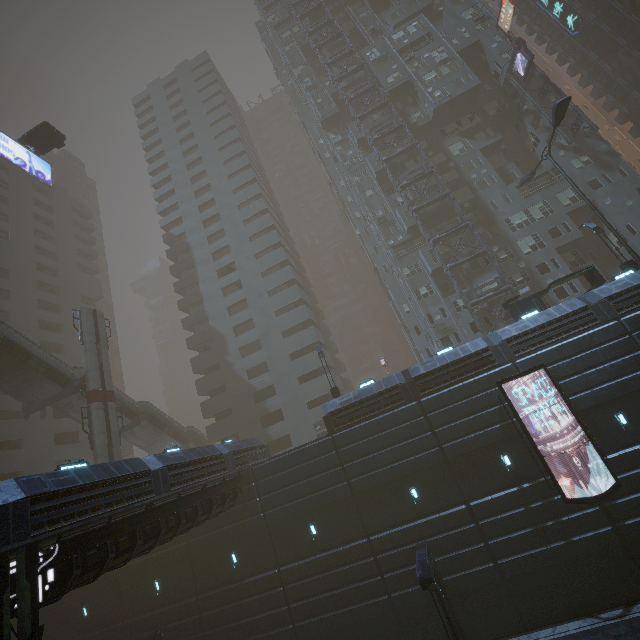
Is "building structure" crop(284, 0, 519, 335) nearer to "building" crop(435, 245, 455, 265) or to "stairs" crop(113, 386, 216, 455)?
"building" crop(435, 245, 455, 265)

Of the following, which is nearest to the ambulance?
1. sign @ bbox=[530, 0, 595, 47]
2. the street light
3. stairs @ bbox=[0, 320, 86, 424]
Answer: stairs @ bbox=[0, 320, 86, 424]

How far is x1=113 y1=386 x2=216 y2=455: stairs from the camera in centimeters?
3172cm

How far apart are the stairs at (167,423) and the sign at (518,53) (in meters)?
53.55

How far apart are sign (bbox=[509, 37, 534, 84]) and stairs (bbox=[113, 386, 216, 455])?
53.6m

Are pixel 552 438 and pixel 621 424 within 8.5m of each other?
yes

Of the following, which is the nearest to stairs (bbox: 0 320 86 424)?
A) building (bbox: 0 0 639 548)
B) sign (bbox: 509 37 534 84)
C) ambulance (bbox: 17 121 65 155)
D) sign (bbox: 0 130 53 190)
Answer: building (bbox: 0 0 639 548)

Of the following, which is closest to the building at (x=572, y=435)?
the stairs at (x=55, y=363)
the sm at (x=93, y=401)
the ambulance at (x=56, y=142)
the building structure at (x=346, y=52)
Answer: the building structure at (x=346, y=52)
